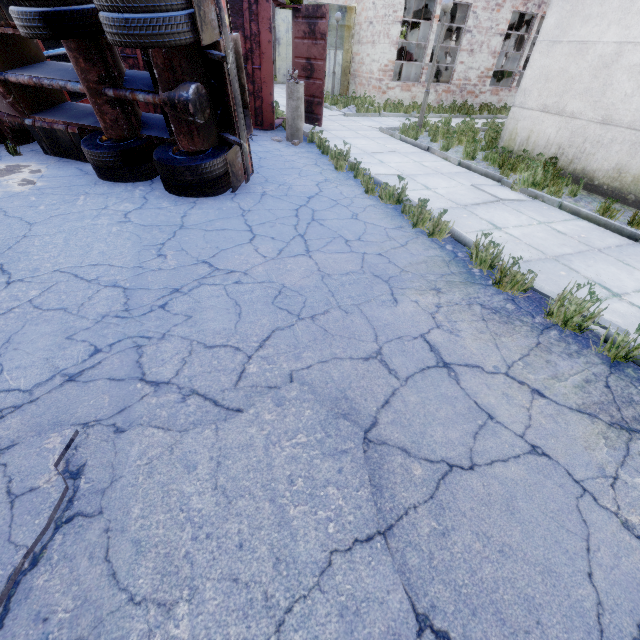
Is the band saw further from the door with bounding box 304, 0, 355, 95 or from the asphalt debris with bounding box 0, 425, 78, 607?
the asphalt debris with bounding box 0, 425, 78, 607

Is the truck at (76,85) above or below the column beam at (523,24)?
below

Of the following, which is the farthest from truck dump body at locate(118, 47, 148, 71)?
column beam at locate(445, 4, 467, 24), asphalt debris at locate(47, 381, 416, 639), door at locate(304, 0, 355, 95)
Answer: column beam at locate(445, 4, 467, 24)

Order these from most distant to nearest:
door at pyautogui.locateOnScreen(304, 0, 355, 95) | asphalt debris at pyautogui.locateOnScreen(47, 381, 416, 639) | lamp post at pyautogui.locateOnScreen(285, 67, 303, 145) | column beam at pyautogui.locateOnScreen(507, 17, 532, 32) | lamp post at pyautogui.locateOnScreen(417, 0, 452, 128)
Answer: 1. column beam at pyautogui.locateOnScreen(507, 17, 532, 32)
2. door at pyautogui.locateOnScreen(304, 0, 355, 95)
3. lamp post at pyautogui.locateOnScreen(417, 0, 452, 128)
4. lamp post at pyautogui.locateOnScreen(285, 67, 303, 145)
5. asphalt debris at pyautogui.locateOnScreen(47, 381, 416, 639)

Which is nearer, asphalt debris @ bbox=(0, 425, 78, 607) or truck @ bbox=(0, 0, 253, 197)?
asphalt debris @ bbox=(0, 425, 78, 607)

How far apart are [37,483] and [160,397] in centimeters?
81cm

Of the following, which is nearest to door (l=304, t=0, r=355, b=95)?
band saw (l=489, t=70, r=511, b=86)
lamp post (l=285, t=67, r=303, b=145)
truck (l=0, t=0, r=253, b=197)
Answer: band saw (l=489, t=70, r=511, b=86)

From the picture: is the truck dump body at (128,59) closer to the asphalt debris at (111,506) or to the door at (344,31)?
the door at (344,31)
